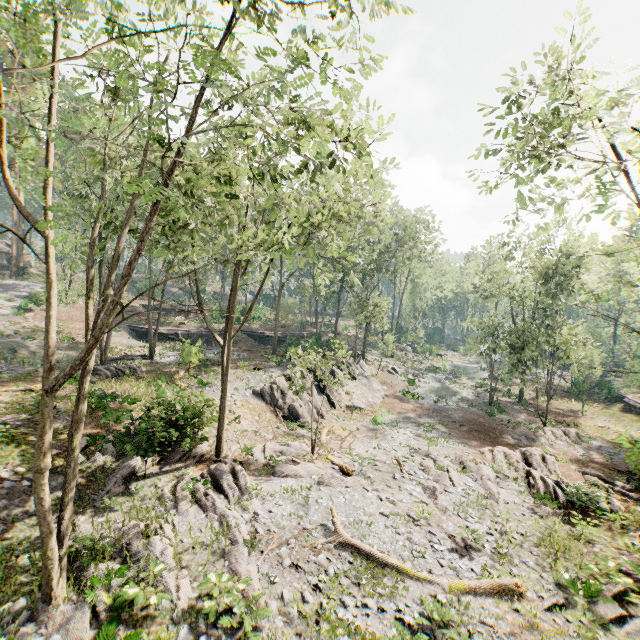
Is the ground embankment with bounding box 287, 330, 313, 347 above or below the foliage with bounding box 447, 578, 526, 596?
above

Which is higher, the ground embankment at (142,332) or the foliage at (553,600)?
the ground embankment at (142,332)

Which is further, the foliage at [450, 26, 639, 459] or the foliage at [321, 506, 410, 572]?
the foliage at [321, 506, 410, 572]

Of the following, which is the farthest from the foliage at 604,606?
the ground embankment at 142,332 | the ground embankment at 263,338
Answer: the ground embankment at 142,332

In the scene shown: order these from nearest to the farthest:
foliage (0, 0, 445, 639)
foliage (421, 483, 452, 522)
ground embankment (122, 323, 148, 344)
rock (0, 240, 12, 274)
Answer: foliage (0, 0, 445, 639), foliage (421, 483, 452, 522), ground embankment (122, 323, 148, 344), rock (0, 240, 12, 274)

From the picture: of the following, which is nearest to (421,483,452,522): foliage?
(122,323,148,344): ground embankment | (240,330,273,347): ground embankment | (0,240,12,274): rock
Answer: (240,330,273,347): ground embankment

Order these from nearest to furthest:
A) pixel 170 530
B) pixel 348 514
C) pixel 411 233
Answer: pixel 170 530 → pixel 348 514 → pixel 411 233
